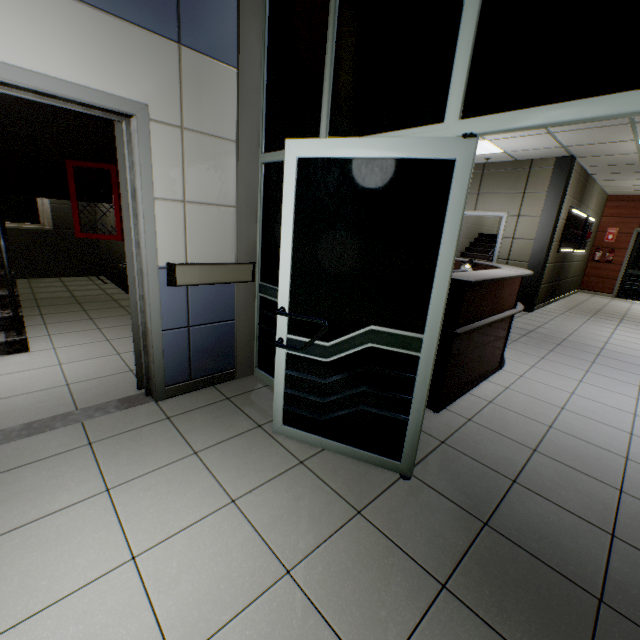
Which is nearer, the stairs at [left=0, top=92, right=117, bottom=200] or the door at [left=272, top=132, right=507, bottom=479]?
the door at [left=272, top=132, right=507, bottom=479]

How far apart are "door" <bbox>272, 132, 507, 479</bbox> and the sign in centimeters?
785cm

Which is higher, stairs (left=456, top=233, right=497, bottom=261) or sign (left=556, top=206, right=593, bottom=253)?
sign (left=556, top=206, right=593, bottom=253)

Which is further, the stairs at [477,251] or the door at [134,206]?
the stairs at [477,251]

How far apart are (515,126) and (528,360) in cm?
383

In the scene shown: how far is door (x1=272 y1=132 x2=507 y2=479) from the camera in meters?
1.7 m

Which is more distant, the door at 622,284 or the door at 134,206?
the door at 622,284

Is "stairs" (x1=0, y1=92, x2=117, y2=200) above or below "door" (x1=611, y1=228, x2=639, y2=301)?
above
